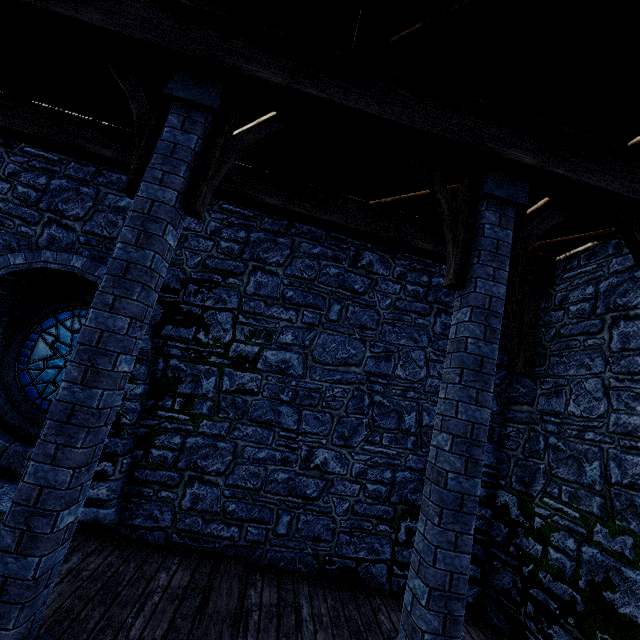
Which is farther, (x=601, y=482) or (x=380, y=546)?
(x=380, y=546)

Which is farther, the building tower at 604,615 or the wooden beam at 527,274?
the wooden beam at 527,274

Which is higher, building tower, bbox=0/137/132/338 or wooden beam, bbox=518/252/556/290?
wooden beam, bbox=518/252/556/290

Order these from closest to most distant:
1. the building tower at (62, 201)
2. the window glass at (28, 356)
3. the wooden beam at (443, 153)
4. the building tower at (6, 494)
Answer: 1. the wooden beam at (443, 153)
2. the building tower at (6, 494)
3. the building tower at (62, 201)
4. the window glass at (28, 356)

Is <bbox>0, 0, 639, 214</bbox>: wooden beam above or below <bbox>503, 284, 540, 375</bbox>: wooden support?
above

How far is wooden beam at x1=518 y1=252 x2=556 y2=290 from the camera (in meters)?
5.52

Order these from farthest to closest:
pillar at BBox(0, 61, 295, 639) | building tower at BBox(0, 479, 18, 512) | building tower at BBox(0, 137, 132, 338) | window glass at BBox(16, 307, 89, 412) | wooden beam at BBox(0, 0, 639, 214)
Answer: window glass at BBox(16, 307, 89, 412), building tower at BBox(0, 137, 132, 338), building tower at BBox(0, 479, 18, 512), wooden beam at BBox(0, 0, 639, 214), pillar at BBox(0, 61, 295, 639)

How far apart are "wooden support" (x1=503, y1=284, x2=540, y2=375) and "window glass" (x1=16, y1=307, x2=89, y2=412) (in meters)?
6.61
